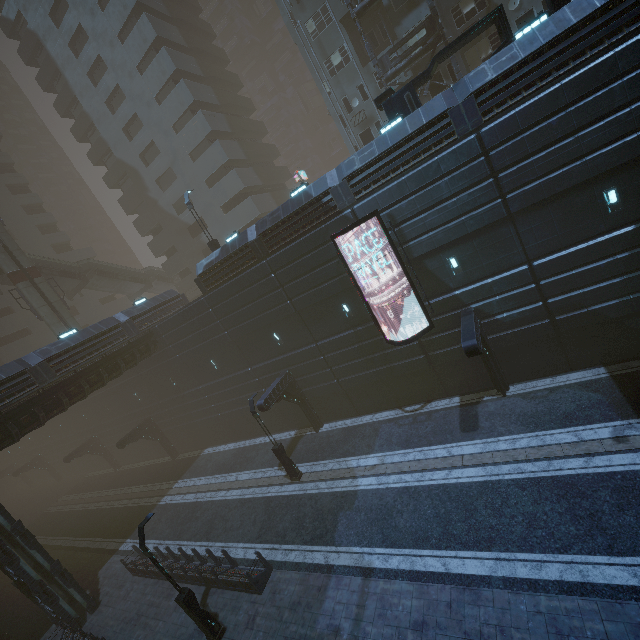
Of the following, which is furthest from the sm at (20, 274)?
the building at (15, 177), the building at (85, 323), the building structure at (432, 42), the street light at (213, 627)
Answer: the building structure at (432, 42)

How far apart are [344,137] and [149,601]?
36.33m

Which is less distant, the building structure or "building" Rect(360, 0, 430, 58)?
the building structure

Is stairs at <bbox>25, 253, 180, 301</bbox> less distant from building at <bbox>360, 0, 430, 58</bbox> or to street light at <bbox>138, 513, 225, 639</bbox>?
building at <bbox>360, 0, 430, 58</bbox>

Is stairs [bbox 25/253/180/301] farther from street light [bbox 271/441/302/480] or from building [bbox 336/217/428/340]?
street light [bbox 271/441/302/480]

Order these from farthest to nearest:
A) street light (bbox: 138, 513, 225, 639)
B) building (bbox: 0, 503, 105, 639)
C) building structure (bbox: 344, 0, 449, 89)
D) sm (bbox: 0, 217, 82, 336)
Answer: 1. sm (bbox: 0, 217, 82, 336)
2. building structure (bbox: 344, 0, 449, 89)
3. building (bbox: 0, 503, 105, 639)
4. street light (bbox: 138, 513, 225, 639)

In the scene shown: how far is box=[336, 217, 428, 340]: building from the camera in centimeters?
1614cm

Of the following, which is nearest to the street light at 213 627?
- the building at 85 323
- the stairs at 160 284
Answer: the building at 85 323
